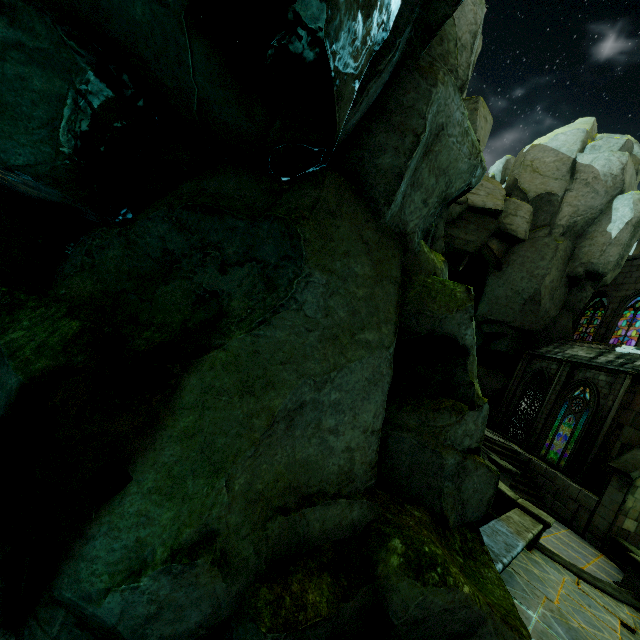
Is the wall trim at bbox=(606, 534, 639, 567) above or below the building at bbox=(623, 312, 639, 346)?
below

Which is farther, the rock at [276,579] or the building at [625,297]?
the building at [625,297]

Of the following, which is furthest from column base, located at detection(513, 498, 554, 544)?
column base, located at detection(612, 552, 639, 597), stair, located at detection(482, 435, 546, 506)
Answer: stair, located at detection(482, 435, 546, 506)

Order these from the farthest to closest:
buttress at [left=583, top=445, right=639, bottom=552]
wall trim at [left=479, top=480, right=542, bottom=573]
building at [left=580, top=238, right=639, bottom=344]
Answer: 1. building at [left=580, top=238, right=639, bottom=344]
2. buttress at [left=583, top=445, right=639, bottom=552]
3. wall trim at [left=479, top=480, right=542, bottom=573]

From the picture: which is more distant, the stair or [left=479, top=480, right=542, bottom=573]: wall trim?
the stair

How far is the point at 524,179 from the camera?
23.2 meters

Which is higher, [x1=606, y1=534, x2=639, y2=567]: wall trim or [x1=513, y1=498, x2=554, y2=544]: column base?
[x1=513, y1=498, x2=554, y2=544]: column base

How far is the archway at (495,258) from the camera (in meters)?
22.22
